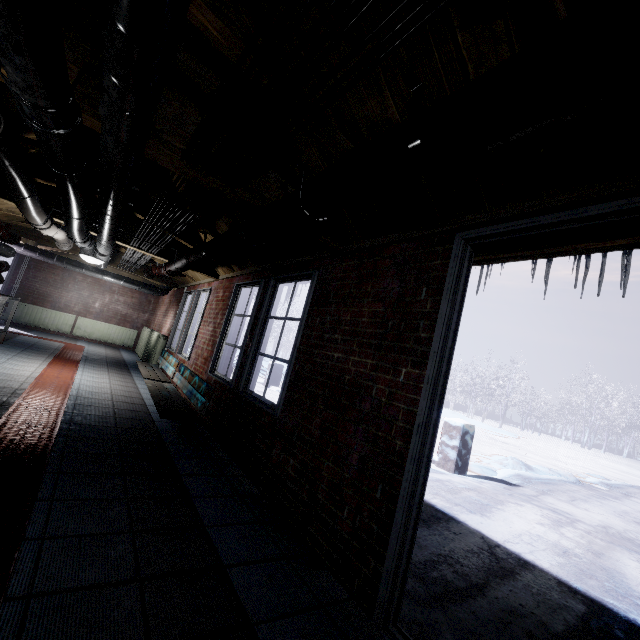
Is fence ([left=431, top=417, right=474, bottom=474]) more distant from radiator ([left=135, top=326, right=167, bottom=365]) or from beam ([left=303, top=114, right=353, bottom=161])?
beam ([left=303, top=114, right=353, bottom=161])

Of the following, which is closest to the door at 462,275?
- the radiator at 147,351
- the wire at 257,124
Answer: the wire at 257,124

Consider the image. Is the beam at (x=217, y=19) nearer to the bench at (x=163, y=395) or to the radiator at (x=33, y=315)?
the bench at (x=163, y=395)

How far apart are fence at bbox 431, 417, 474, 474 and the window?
3.7m

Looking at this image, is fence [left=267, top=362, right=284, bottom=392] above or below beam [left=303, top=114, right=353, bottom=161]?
below

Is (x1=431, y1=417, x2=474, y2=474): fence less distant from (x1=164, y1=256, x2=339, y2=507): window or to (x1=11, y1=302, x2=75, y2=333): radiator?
(x1=164, y1=256, x2=339, y2=507): window

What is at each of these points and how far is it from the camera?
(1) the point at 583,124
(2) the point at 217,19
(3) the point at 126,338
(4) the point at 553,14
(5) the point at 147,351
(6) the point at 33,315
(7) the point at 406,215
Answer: (1) beam, 1.09m
(2) beam, 1.25m
(3) radiator, 10.01m
(4) beam, 0.87m
(5) radiator, 7.93m
(6) radiator, 8.74m
(7) beam, 1.91m
